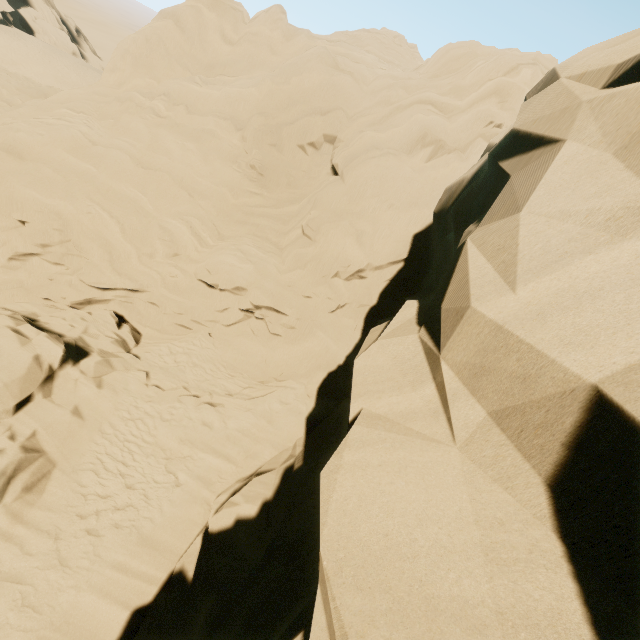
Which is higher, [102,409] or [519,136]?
[519,136]

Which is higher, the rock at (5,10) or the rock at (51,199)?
the rock at (51,199)

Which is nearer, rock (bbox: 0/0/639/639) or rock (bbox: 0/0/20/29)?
rock (bbox: 0/0/639/639)

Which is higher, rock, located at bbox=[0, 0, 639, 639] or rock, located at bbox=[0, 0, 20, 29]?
rock, located at bbox=[0, 0, 639, 639]

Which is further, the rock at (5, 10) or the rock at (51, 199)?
the rock at (5, 10)
